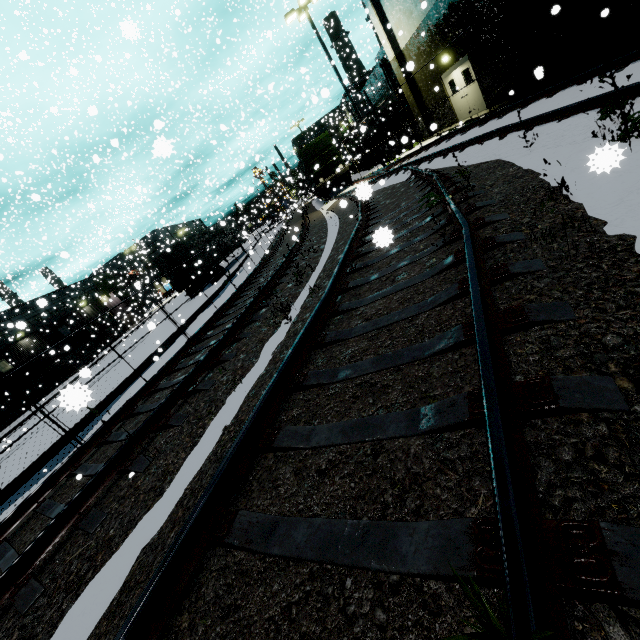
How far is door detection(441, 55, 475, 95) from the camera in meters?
14.7 m

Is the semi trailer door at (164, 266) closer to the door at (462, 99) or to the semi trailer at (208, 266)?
the semi trailer at (208, 266)

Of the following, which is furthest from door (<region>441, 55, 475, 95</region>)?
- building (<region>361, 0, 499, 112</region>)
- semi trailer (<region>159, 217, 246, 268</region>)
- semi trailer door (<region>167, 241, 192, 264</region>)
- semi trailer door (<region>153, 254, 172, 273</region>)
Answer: semi trailer door (<region>153, 254, 172, 273</region>)

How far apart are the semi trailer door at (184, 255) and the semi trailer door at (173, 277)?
0.52m

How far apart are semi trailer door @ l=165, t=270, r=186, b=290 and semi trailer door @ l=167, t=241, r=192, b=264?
0.5 meters

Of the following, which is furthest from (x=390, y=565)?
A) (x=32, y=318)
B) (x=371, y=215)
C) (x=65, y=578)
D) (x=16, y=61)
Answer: (x=16, y=61)

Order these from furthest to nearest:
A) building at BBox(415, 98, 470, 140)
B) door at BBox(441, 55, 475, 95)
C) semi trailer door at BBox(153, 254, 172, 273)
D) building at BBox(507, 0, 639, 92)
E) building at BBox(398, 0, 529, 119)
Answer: semi trailer door at BBox(153, 254, 172, 273) → building at BBox(415, 98, 470, 140) → door at BBox(441, 55, 475, 95) → building at BBox(398, 0, 529, 119) → building at BBox(507, 0, 639, 92)
